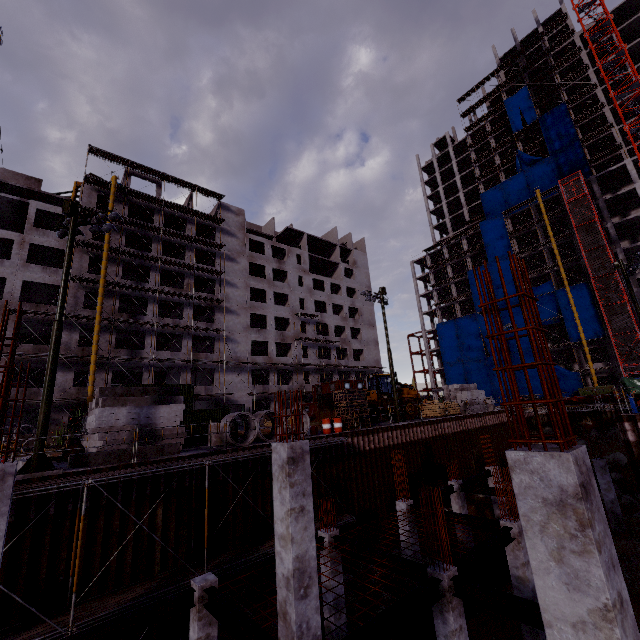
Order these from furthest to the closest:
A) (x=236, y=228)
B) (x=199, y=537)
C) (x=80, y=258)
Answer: (x=236, y=228) < (x=80, y=258) < (x=199, y=537)

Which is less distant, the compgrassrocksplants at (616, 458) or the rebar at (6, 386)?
the rebar at (6, 386)

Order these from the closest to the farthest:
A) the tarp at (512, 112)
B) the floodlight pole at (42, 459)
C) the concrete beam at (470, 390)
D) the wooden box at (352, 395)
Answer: the floodlight pole at (42, 459) < the wooden box at (352, 395) < the concrete beam at (470, 390) < the tarp at (512, 112)

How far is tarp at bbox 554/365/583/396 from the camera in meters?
44.6

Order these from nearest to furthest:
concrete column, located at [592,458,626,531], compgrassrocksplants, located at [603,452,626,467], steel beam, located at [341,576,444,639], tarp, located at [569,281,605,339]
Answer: steel beam, located at [341,576,444,639] → concrete column, located at [592,458,626,531] → compgrassrocksplants, located at [603,452,626,467] → tarp, located at [569,281,605,339]

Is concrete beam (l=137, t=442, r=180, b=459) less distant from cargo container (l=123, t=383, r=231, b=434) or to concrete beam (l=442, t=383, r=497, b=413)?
cargo container (l=123, t=383, r=231, b=434)

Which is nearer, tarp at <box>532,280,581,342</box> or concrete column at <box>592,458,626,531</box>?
concrete column at <box>592,458,626,531</box>

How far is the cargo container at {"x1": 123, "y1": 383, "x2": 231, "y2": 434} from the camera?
31.36m
